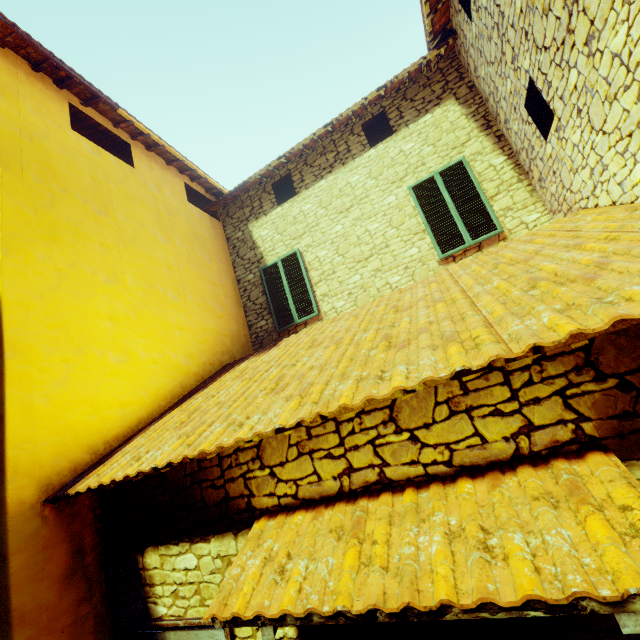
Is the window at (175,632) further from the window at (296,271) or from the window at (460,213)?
the window at (460,213)

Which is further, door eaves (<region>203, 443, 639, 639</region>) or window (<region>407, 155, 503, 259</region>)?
window (<region>407, 155, 503, 259</region>)

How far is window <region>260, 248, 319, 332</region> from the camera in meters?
7.1 m

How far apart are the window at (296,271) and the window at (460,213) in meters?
2.7 m

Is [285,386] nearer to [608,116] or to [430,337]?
[430,337]

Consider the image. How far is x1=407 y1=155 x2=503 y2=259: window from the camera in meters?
5.7 m

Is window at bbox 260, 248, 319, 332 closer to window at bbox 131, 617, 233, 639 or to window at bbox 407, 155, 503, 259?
window at bbox 407, 155, 503, 259

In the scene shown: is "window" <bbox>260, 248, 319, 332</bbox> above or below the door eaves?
above
